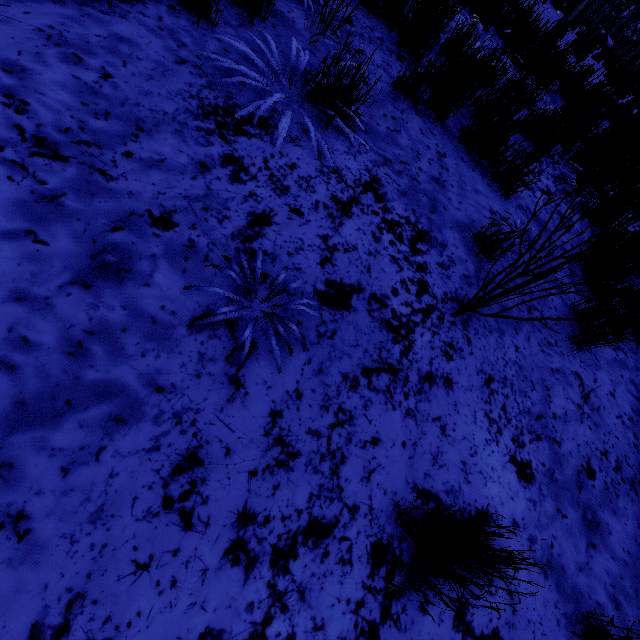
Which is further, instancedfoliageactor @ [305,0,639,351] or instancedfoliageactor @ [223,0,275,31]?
instancedfoliageactor @ [223,0,275,31]

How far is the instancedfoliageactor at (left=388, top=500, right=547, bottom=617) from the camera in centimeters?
115cm

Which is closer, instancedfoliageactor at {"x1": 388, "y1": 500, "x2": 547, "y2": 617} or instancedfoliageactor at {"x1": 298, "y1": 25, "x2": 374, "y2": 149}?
instancedfoliageactor at {"x1": 388, "y1": 500, "x2": 547, "y2": 617}

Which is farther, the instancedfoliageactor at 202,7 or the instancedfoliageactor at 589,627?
the instancedfoliageactor at 202,7

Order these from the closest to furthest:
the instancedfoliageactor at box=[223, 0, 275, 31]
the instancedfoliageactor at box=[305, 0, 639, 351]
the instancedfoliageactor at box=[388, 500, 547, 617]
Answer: the instancedfoliageactor at box=[388, 500, 547, 617] < the instancedfoliageactor at box=[305, 0, 639, 351] < the instancedfoliageactor at box=[223, 0, 275, 31]

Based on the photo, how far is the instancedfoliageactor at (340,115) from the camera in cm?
210

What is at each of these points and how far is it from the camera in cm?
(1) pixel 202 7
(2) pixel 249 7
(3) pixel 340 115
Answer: (1) instancedfoliageactor, 205
(2) instancedfoliageactor, 238
(3) instancedfoliageactor, 233
